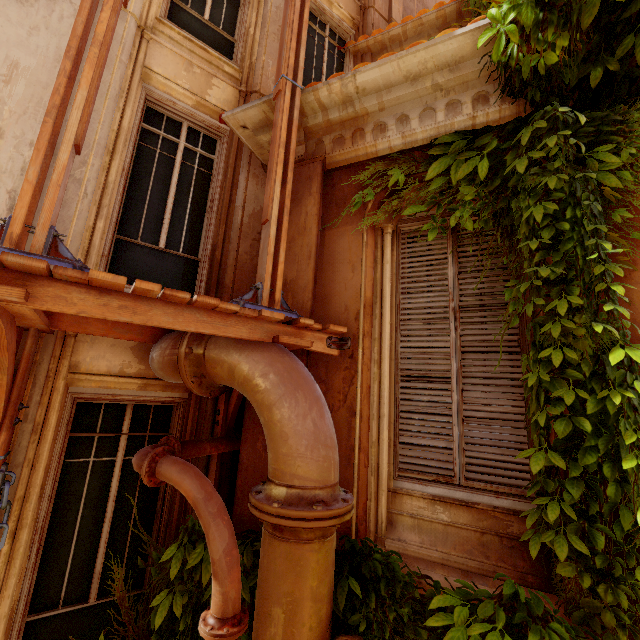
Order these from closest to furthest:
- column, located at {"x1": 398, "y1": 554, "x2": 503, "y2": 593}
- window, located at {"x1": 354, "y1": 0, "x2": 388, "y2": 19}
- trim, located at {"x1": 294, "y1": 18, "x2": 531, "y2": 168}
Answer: column, located at {"x1": 398, "y1": 554, "x2": 503, "y2": 593}
trim, located at {"x1": 294, "y1": 18, "x2": 531, "y2": 168}
window, located at {"x1": 354, "y1": 0, "x2": 388, "y2": 19}

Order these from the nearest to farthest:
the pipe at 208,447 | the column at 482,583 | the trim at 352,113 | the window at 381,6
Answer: the pipe at 208,447, the column at 482,583, the trim at 352,113, the window at 381,6

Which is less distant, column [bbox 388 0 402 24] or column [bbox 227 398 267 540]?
column [bbox 227 398 267 540]

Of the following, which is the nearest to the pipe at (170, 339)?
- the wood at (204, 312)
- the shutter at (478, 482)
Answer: the wood at (204, 312)

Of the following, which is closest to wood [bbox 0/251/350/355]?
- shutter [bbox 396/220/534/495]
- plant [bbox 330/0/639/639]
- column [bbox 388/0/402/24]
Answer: shutter [bbox 396/220/534/495]

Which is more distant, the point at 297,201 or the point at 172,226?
the point at 172,226

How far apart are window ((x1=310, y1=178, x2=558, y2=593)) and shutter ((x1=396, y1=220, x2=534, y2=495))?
0.01m
